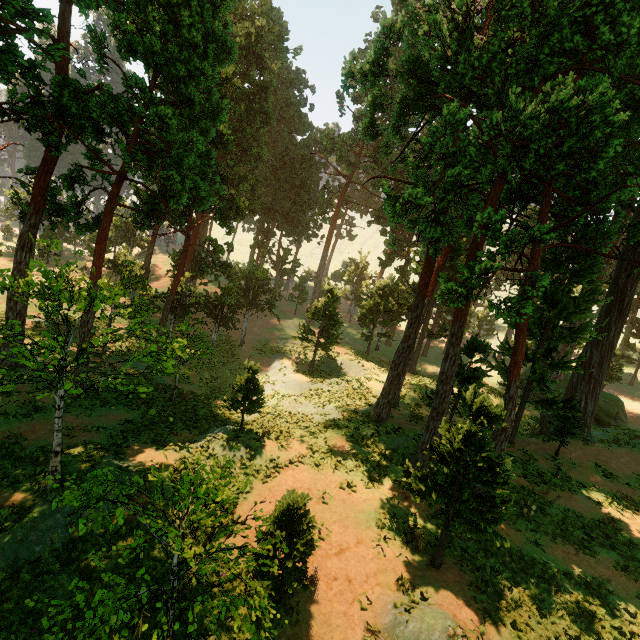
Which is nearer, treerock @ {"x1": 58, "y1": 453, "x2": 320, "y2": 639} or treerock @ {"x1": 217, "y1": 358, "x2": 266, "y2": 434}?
treerock @ {"x1": 58, "y1": 453, "x2": 320, "y2": 639}

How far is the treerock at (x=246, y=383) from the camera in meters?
14.3 m

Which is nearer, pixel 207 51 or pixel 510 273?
pixel 207 51

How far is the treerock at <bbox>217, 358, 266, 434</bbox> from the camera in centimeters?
1434cm

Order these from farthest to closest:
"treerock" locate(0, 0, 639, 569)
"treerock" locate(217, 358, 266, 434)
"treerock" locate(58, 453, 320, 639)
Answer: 1. "treerock" locate(217, 358, 266, 434)
2. "treerock" locate(0, 0, 639, 569)
3. "treerock" locate(58, 453, 320, 639)

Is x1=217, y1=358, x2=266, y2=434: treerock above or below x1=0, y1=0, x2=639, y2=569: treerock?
below

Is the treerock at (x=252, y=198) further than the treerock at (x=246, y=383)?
No
